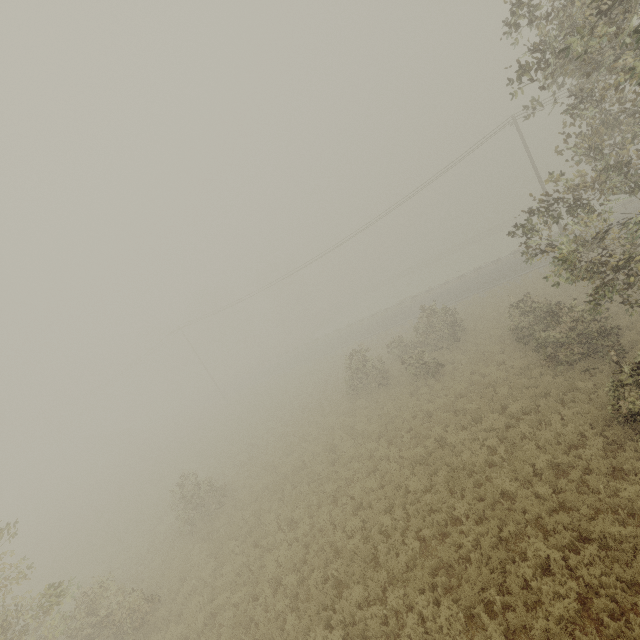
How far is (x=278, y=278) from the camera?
33.6 meters
